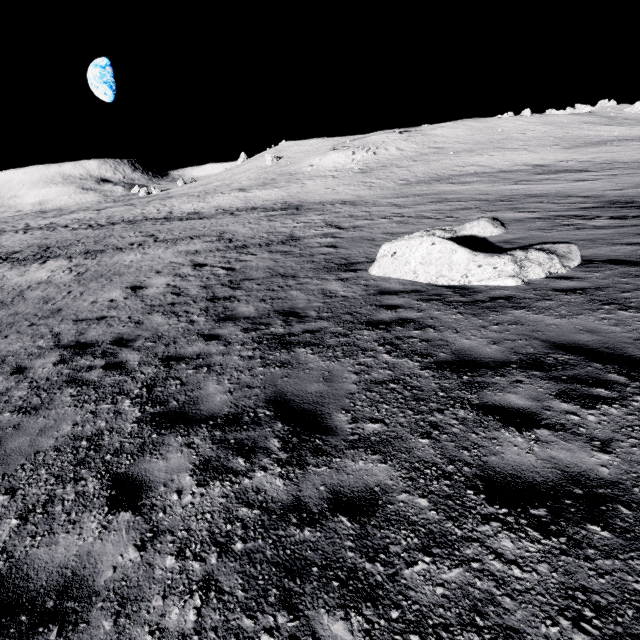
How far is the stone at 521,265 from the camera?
7.9 meters

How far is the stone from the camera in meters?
7.9

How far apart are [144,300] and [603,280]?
12.92m
